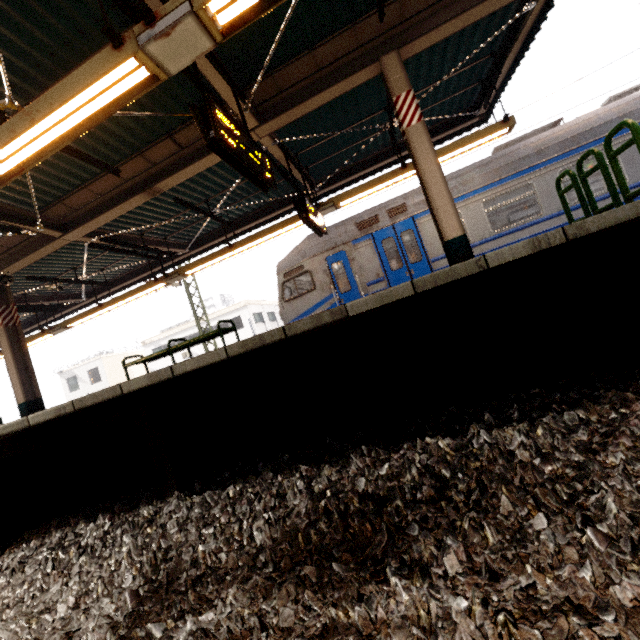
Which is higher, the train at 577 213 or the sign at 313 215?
the sign at 313 215

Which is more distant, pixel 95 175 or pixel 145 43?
pixel 95 175

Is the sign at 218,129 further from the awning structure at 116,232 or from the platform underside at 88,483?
the platform underside at 88,483

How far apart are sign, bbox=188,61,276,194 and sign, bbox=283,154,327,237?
1.7 meters

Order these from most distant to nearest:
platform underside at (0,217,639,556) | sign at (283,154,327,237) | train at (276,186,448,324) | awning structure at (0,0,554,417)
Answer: train at (276,186,448,324), sign at (283,154,327,237), awning structure at (0,0,554,417), platform underside at (0,217,639,556)

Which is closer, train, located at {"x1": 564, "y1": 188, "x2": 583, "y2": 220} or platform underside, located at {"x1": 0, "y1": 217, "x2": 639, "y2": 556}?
platform underside, located at {"x1": 0, "y1": 217, "x2": 639, "y2": 556}

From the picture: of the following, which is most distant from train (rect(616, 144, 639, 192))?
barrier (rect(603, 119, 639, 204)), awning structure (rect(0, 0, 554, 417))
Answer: barrier (rect(603, 119, 639, 204))

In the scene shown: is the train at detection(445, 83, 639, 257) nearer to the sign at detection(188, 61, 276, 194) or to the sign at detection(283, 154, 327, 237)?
the sign at detection(283, 154, 327, 237)
